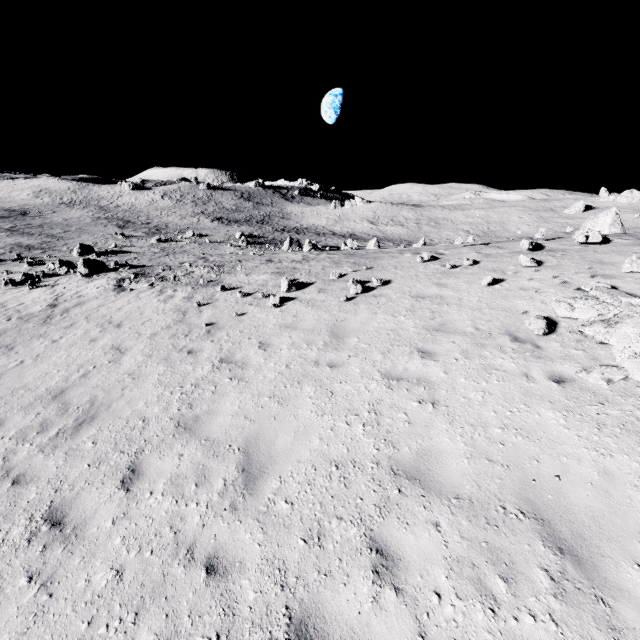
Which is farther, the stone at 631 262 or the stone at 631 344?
the stone at 631 262

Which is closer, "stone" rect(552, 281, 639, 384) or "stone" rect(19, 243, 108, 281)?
"stone" rect(552, 281, 639, 384)

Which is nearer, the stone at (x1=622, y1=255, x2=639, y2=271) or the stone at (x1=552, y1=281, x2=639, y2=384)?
the stone at (x1=552, y1=281, x2=639, y2=384)

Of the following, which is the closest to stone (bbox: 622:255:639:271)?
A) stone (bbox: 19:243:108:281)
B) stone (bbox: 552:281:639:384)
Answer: stone (bbox: 552:281:639:384)

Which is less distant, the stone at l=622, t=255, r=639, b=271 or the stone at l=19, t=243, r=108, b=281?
the stone at l=622, t=255, r=639, b=271

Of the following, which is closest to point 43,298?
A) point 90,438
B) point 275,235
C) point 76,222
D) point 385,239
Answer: point 90,438

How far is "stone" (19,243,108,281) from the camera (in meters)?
20.90

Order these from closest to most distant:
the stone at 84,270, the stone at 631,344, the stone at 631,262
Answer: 1. the stone at 631,344
2. the stone at 631,262
3. the stone at 84,270
